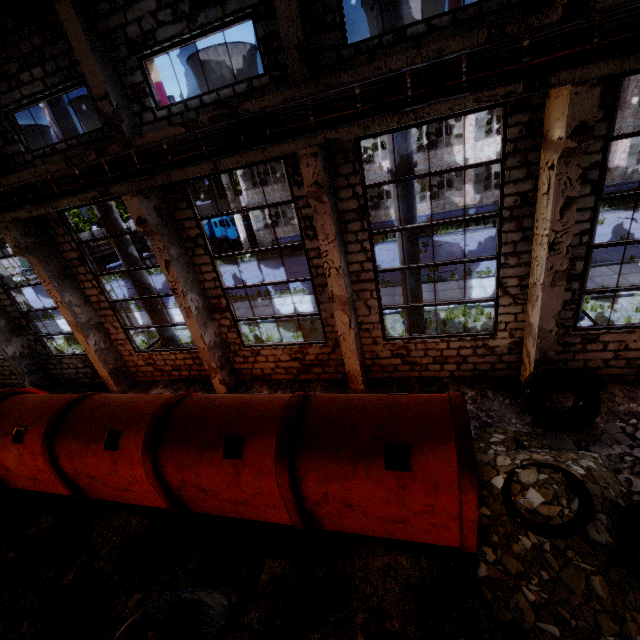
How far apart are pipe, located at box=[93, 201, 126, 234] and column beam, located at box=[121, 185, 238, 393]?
2.92m

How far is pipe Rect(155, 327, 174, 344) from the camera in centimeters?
1232cm

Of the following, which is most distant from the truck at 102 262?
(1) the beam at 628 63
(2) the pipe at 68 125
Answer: (2) the pipe at 68 125

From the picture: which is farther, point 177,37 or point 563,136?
point 177,37

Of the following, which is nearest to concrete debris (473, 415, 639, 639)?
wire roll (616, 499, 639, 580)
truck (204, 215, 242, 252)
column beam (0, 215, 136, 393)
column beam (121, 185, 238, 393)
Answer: wire roll (616, 499, 639, 580)

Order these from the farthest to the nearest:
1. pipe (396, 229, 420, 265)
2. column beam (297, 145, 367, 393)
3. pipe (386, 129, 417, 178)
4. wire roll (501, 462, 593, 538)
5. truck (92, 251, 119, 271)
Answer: truck (92, 251, 119, 271), pipe (396, 229, 420, 265), pipe (386, 129, 417, 178), column beam (297, 145, 367, 393), wire roll (501, 462, 593, 538)

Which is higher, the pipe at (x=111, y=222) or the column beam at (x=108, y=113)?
the column beam at (x=108, y=113)

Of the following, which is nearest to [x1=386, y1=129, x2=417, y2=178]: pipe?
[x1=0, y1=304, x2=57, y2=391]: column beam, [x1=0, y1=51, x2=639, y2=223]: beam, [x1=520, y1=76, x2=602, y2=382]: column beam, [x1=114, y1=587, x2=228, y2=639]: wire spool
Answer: [x1=520, y1=76, x2=602, y2=382]: column beam
